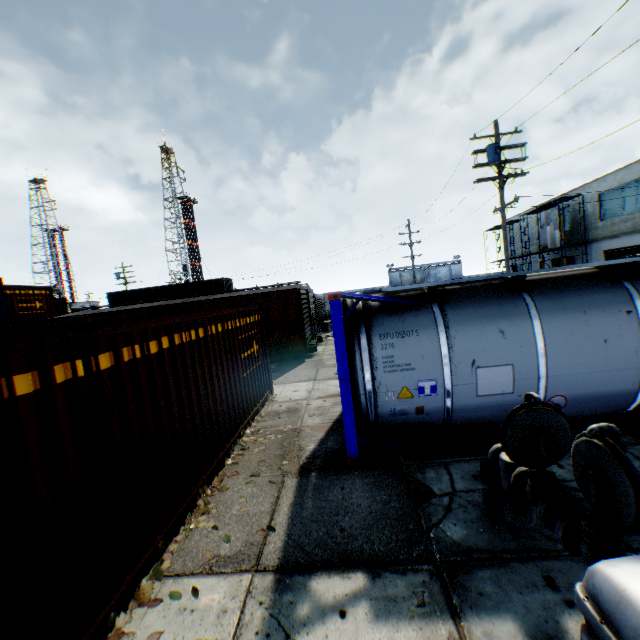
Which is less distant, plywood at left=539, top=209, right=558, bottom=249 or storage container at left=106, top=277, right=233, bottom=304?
plywood at left=539, top=209, right=558, bottom=249

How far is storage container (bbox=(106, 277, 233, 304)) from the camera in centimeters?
3177cm

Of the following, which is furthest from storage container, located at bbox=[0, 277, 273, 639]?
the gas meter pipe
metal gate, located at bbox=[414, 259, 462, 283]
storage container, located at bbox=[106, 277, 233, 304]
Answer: metal gate, located at bbox=[414, 259, 462, 283]

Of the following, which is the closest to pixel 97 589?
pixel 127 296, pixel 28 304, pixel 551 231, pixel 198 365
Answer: pixel 198 365

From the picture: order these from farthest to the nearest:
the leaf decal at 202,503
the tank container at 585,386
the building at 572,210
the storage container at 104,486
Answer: the building at 572,210 < the tank container at 585,386 < the leaf decal at 202,503 < the storage container at 104,486

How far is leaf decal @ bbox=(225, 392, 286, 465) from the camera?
6.3m

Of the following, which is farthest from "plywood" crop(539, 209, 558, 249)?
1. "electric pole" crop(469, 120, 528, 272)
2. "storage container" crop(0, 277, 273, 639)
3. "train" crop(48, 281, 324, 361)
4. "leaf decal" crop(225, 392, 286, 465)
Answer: "leaf decal" crop(225, 392, 286, 465)

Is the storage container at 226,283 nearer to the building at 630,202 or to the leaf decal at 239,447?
the leaf decal at 239,447
